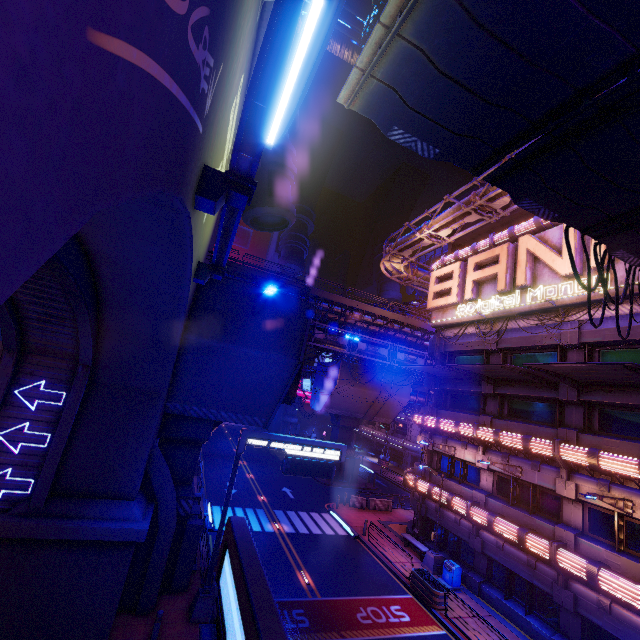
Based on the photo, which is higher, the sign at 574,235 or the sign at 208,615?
the sign at 574,235

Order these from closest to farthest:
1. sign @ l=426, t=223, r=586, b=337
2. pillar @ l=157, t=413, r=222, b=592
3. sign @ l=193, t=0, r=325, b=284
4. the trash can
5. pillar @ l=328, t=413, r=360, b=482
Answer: sign @ l=193, t=0, r=325, b=284 → pillar @ l=157, t=413, r=222, b=592 → sign @ l=426, t=223, r=586, b=337 → the trash can → pillar @ l=328, t=413, r=360, b=482

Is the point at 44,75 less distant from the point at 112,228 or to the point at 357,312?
the point at 112,228

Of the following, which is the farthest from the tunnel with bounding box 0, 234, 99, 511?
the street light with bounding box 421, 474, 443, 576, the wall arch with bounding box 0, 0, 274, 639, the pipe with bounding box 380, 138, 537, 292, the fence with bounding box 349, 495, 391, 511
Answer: the fence with bounding box 349, 495, 391, 511

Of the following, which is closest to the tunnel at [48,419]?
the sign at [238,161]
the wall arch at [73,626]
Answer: the wall arch at [73,626]

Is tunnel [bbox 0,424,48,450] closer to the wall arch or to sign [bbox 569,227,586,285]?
the wall arch

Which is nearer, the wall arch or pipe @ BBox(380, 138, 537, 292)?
the wall arch

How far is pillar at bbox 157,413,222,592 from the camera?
14.08m
